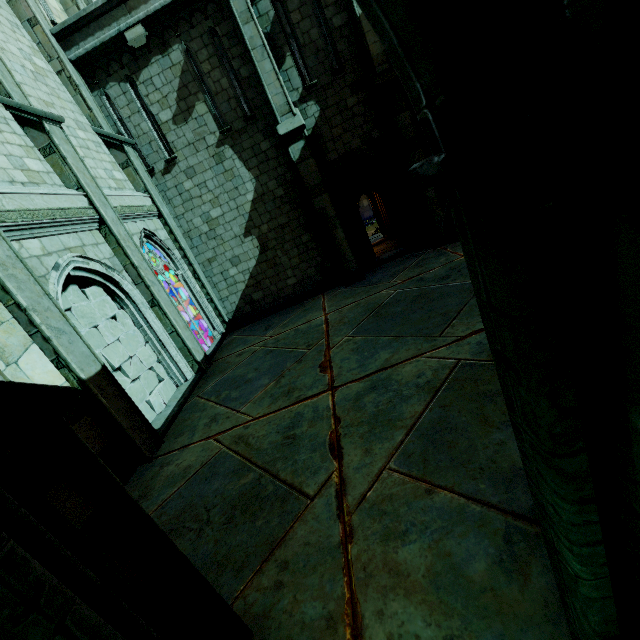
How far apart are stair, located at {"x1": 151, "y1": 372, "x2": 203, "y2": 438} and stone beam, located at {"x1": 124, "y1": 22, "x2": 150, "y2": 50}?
9.9 meters

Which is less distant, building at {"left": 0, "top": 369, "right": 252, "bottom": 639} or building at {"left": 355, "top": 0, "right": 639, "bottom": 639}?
building at {"left": 355, "top": 0, "right": 639, "bottom": 639}

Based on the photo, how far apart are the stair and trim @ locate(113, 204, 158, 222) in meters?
4.6

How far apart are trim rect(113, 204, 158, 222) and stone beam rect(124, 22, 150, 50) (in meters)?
4.42

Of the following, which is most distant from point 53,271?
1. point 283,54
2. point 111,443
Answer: point 283,54

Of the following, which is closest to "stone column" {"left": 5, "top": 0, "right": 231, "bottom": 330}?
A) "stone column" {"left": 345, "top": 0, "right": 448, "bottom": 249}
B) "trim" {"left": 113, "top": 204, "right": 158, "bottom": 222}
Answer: "trim" {"left": 113, "top": 204, "right": 158, "bottom": 222}

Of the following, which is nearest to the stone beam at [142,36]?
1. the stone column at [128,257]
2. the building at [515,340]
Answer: the stone column at [128,257]

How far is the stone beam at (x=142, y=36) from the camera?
9.42m
